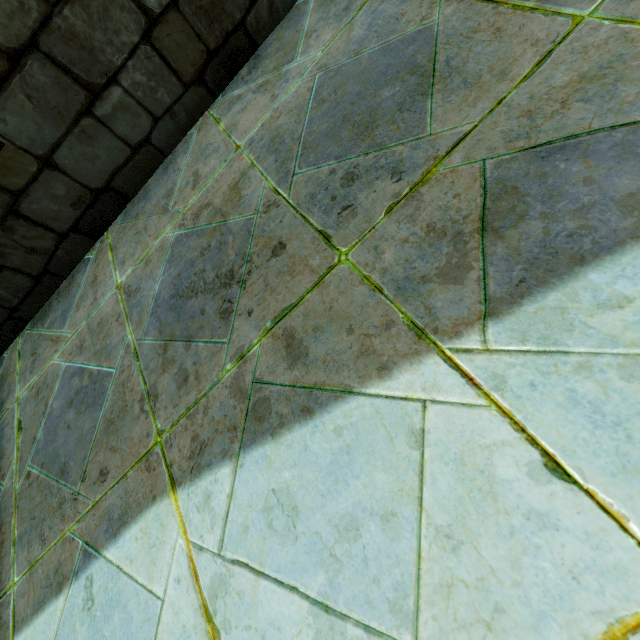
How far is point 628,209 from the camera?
0.9 meters
